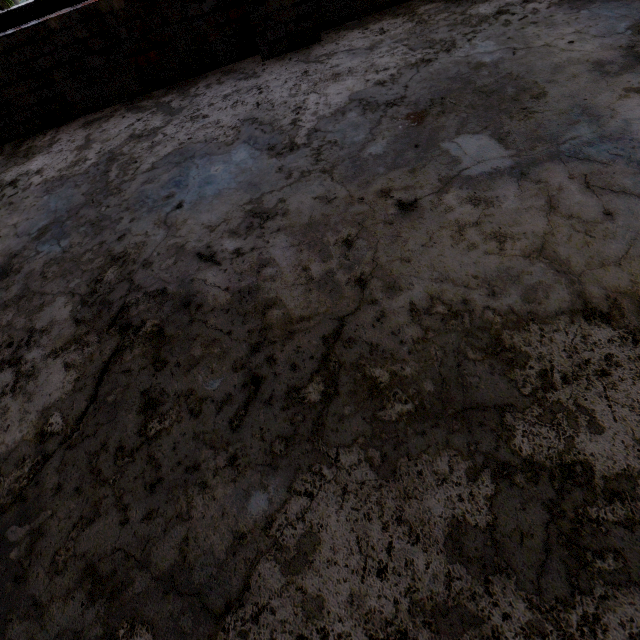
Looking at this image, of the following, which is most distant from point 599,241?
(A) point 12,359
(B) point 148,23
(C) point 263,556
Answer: (B) point 148,23
